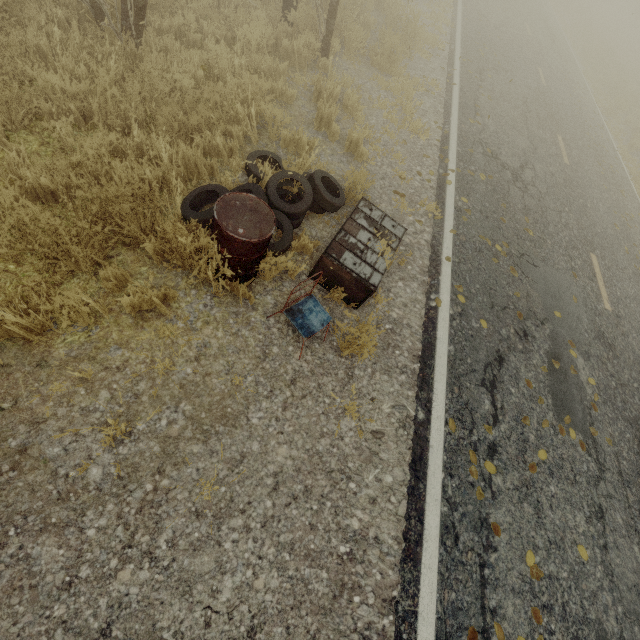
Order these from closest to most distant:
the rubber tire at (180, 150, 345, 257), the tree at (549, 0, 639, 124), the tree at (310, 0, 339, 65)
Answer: the rubber tire at (180, 150, 345, 257) → the tree at (310, 0, 339, 65) → the tree at (549, 0, 639, 124)

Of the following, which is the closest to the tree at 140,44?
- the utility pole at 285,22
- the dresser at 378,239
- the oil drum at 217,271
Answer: the utility pole at 285,22

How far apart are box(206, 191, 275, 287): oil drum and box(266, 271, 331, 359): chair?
0.4 meters

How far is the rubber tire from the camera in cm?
361

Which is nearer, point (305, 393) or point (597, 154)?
point (305, 393)

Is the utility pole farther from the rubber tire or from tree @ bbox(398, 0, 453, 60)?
the rubber tire

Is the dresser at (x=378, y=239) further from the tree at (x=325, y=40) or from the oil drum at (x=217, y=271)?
the tree at (x=325, y=40)

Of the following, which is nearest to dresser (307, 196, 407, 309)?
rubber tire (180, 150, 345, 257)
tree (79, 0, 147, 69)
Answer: rubber tire (180, 150, 345, 257)
